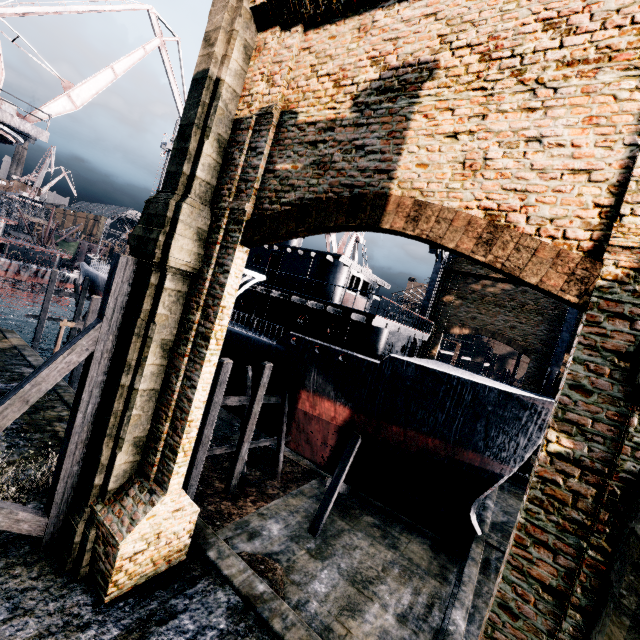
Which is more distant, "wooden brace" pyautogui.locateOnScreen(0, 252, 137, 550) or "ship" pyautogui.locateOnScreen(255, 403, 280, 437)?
"ship" pyautogui.locateOnScreen(255, 403, 280, 437)

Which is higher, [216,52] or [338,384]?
[216,52]

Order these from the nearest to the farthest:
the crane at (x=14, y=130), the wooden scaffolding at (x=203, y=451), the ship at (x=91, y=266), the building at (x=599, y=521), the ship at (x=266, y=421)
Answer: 1. the building at (x=599, y=521)
2. the wooden scaffolding at (x=203, y=451)
3. the crane at (x=14, y=130)
4. the ship at (x=266, y=421)
5. the ship at (x=91, y=266)

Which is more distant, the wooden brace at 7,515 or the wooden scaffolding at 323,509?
the wooden scaffolding at 323,509

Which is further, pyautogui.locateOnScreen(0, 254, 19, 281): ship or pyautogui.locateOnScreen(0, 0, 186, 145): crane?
pyautogui.locateOnScreen(0, 254, 19, 281): ship

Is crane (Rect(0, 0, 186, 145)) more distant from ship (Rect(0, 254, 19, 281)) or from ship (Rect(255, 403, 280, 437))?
ship (Rect(0, 254, 19, 281))

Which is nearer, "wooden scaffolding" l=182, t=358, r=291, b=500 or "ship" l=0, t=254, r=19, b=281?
"wooden scaffolding" l=182, t=358, r=291, b=500

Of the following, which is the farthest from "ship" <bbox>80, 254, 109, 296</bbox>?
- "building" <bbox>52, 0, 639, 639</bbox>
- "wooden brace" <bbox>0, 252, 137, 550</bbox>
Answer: "wooden brace" <bbox>0, 252, 137, 550</bbox>
